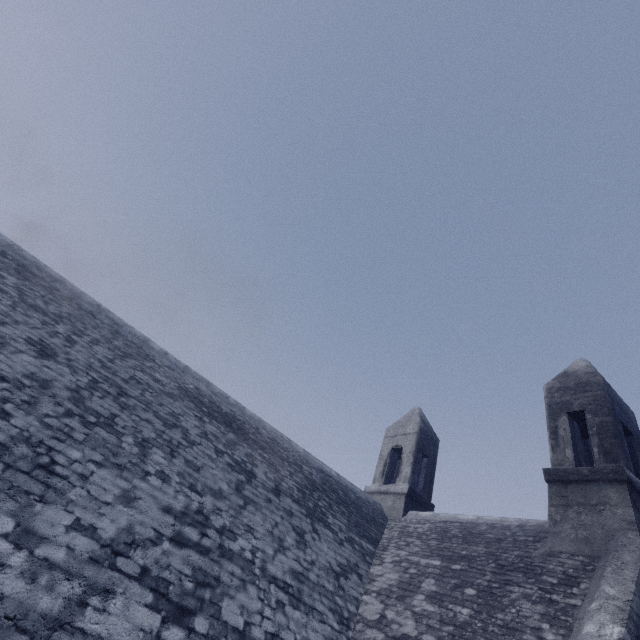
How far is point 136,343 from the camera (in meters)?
7.67
